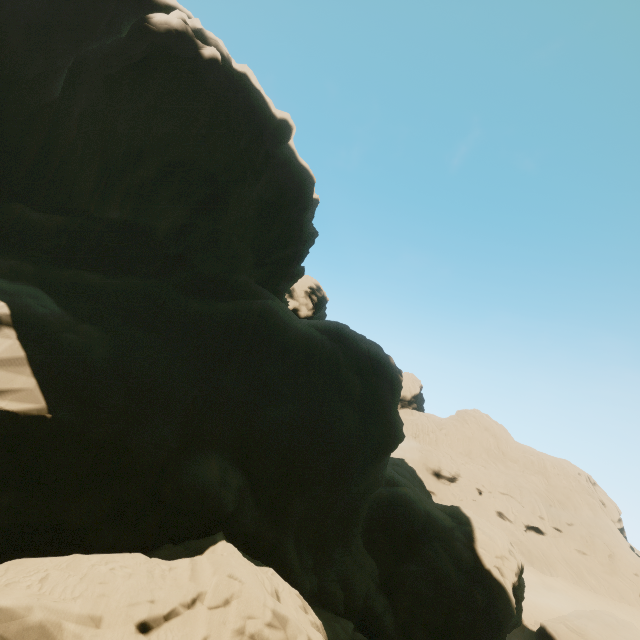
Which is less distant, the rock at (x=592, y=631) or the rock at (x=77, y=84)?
the rock at (x=77, y=84)

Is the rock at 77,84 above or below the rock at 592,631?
above

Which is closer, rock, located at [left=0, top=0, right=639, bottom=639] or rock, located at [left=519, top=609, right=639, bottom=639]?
rock, located at [left=0, top=0, right=639, bottom=639]

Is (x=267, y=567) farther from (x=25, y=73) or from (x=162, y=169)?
(x=25, y=73)

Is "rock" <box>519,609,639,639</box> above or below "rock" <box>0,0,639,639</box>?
below
